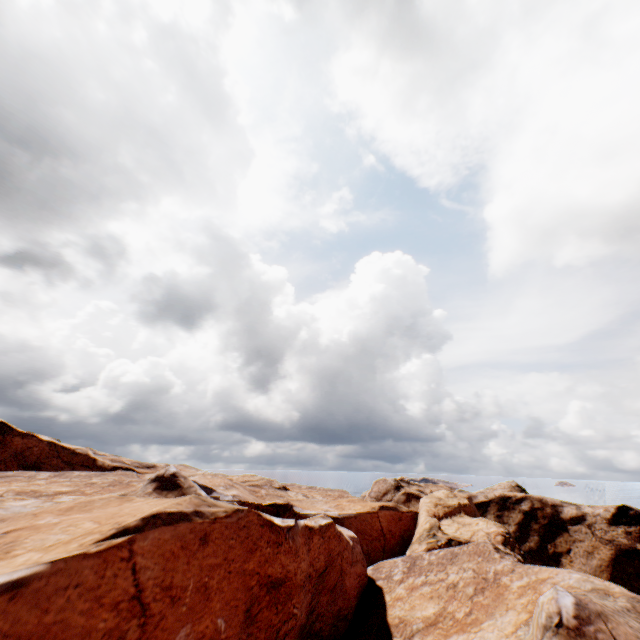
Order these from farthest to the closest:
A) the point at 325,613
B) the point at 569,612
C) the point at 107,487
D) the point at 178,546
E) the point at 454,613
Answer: the point at 107,487
the point at 325,613
the point at 454,613
the point at 569,612
the point at 178,546
